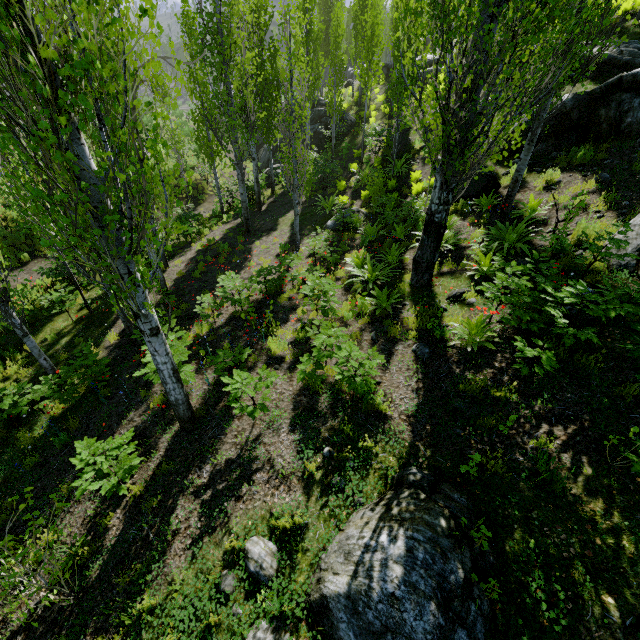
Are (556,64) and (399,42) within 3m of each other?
no

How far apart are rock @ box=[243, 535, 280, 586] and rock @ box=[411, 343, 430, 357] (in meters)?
3.86

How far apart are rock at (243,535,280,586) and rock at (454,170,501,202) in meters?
11.4 m

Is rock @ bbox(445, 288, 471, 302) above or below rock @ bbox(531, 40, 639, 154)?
below

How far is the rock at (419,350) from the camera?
6.1 meters

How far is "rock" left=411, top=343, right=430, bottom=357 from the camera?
6.1m

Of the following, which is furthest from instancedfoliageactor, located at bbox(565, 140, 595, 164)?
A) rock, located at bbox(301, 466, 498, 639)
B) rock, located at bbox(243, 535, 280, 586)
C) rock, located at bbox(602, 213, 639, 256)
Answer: rock, located at bbox(602, 213, 639, 256)

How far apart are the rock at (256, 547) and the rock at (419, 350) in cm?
386
